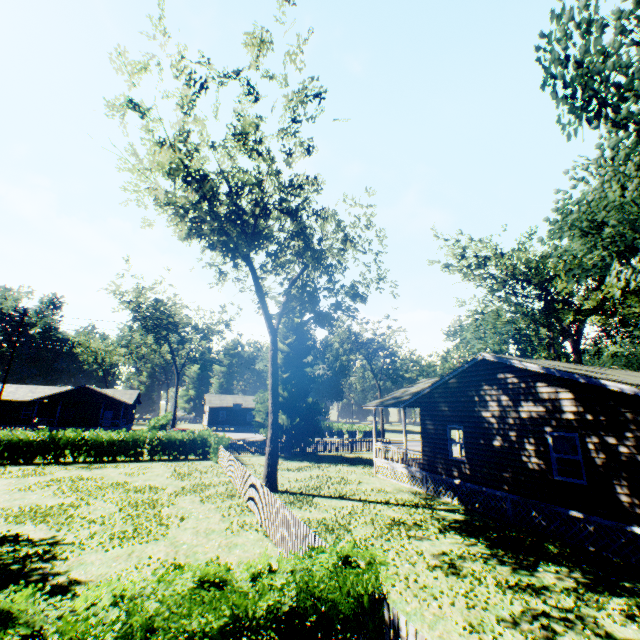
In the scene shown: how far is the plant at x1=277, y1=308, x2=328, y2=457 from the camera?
28.6m

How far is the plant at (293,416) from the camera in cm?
2864

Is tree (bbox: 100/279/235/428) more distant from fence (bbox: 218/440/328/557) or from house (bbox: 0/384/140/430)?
fence (bbox: 218/440/328/557)

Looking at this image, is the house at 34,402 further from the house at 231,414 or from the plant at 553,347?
the plant at 553,347

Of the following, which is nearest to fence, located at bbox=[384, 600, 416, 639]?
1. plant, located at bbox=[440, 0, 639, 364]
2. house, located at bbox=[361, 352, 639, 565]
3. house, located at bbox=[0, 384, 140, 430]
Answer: plant, located at bbox=[440, 0, 639, 364]

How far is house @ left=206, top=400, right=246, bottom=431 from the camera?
58.0m

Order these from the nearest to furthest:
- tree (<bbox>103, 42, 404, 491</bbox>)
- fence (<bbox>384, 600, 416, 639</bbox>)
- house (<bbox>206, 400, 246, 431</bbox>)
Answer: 1. fence (<bbox>384, 600, 416, 639</bbox>)
2. tree (<bbox>103, 42, 404, 491</bbox>)
3. house (<bbox>206, 400, 246, 431</bbox>)

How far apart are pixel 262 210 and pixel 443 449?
14.9m
